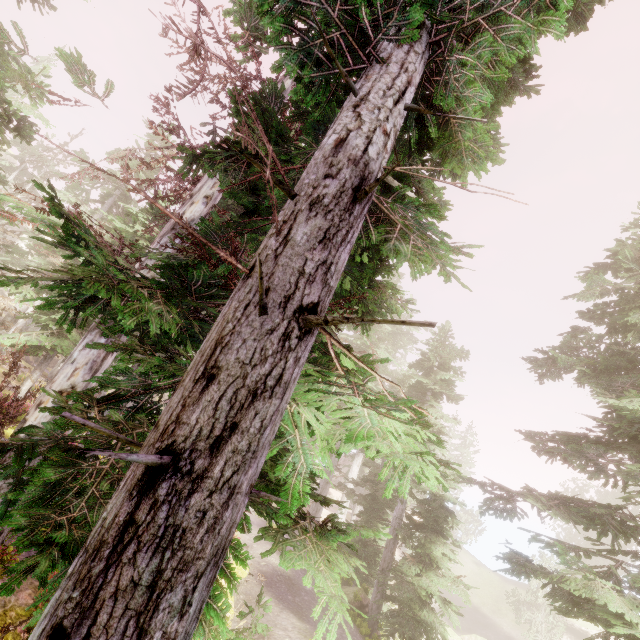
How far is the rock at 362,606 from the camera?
15.7 meters

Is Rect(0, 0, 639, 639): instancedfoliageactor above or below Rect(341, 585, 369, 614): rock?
above

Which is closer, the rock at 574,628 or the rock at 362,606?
the rock at 362,606

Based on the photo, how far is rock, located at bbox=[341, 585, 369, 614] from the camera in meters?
15.7

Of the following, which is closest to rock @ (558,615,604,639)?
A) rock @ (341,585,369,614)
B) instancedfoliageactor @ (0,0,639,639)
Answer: instancedfoliageactor @ (0,0,639,639)

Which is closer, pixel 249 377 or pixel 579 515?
pixel 249 377

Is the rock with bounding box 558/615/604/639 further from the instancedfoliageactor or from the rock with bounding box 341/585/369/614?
the rock with bounding box 341/585/369/614
